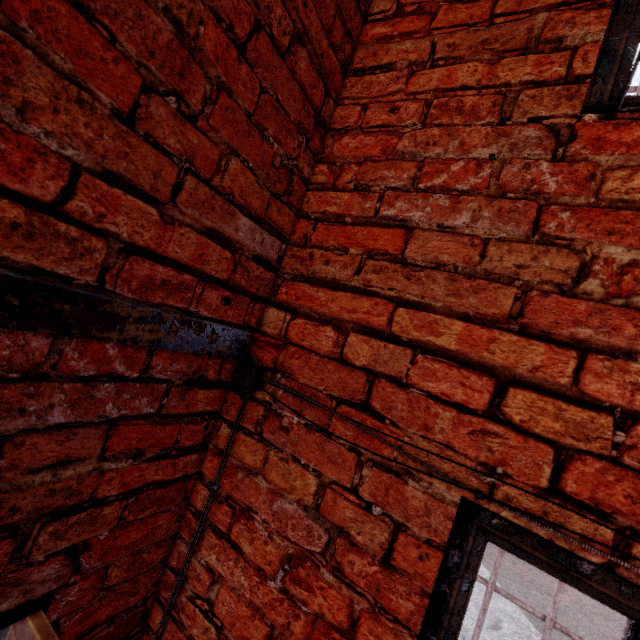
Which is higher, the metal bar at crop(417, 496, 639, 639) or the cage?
the cage

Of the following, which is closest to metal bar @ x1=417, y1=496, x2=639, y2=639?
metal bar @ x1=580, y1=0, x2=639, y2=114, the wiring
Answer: the wiring

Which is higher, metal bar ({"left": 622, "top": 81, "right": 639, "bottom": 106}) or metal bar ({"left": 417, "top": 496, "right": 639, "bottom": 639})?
metal bar ({"left": 622, "top": 81, "right": 639, "bottom": 106})

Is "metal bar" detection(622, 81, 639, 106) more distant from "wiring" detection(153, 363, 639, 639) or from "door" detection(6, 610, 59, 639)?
"door" detection(6, 610, 59, 639)

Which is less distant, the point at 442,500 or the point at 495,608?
the point at 442,500

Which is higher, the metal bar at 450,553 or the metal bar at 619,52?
the metal bar at 619,52

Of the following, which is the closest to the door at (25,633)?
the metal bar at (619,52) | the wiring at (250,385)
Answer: the wiring at (250,385)

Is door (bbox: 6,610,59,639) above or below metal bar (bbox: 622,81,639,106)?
below
